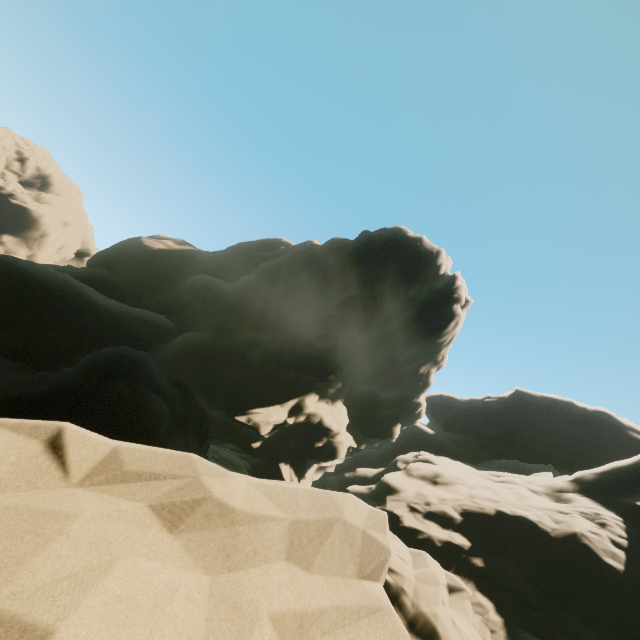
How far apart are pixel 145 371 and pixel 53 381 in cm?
358
